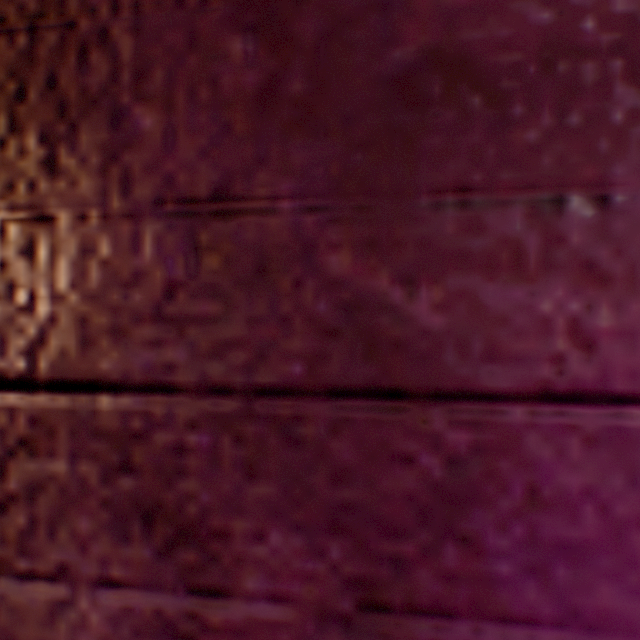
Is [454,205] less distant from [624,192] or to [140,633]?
[624,192]
